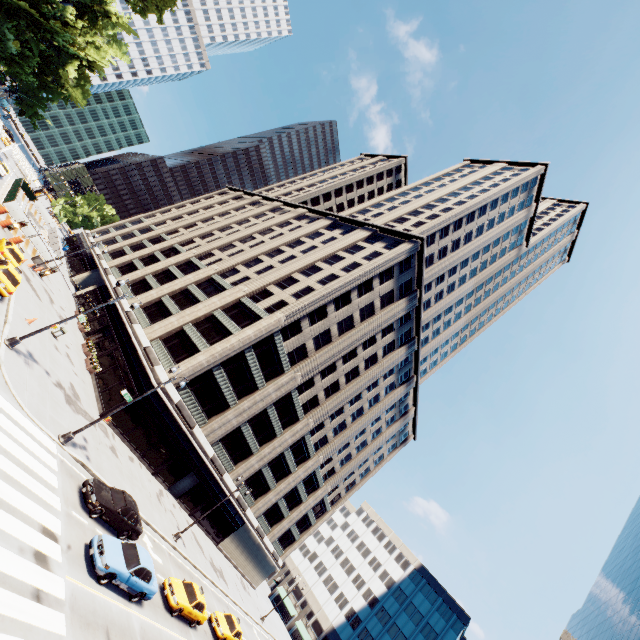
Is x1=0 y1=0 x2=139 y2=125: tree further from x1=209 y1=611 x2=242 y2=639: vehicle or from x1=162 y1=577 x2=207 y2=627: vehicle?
x1=209 y1=611 x2=242 y2=639: vehicle

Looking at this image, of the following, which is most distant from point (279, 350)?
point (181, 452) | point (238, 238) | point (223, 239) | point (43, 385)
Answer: point (223, 239)

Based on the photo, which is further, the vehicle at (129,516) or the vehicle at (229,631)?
the vehicle at (229,631)

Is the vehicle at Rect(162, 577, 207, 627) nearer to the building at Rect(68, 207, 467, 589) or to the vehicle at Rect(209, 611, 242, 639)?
the vehicle at Rect(209, 611, 242, 639)

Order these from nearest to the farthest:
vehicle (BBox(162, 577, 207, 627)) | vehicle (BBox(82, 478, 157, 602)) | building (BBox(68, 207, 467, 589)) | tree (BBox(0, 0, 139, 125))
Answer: vehicle (BBox(82, 478, 157, 602)) → vehicle (BBox(162, 577, 207, 627)) → tree (BBox(0, 0, 139, 125)) → building (BBox(68, 207, 467, 589))

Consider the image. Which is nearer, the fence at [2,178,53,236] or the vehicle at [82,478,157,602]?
the vehicle at [82,478,157,602]

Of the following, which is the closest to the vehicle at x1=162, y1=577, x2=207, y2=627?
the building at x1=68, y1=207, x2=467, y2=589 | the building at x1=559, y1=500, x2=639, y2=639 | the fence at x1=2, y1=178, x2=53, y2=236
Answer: the building at x1=68, y1=207, x2=467, y2=589

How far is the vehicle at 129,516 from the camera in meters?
14.9
